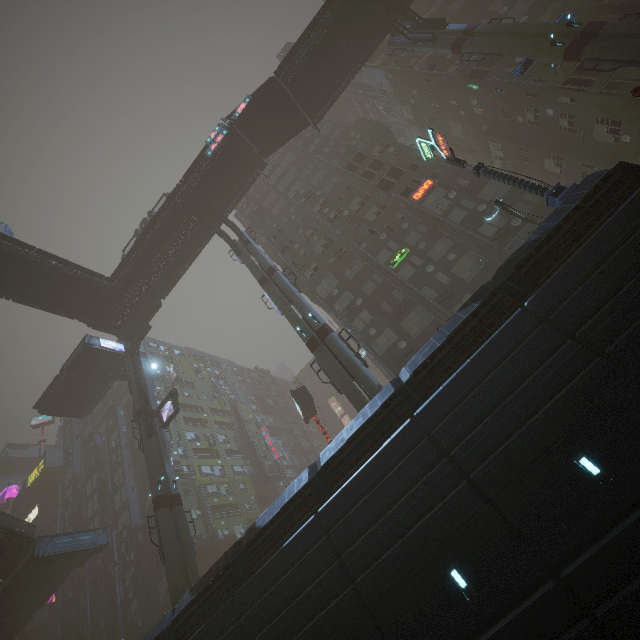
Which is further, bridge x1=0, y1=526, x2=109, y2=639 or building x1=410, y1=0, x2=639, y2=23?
bridge x1=0, y1=526, x2=109, y2=639

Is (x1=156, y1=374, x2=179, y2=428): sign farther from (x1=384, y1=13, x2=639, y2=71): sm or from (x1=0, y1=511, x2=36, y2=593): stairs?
(x1=384, y1=13, x2=639, y2=71): sm

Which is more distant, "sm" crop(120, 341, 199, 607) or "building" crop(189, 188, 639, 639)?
"sm" crop(120, 341, 199, 607)

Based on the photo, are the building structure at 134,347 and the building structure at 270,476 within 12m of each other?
no

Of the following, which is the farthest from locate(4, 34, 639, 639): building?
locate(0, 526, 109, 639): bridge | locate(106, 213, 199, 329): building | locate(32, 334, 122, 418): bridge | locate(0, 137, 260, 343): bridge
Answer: locate(106, 213, 199, 329): building

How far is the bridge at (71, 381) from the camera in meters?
35.0 m

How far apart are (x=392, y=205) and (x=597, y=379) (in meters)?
26.05

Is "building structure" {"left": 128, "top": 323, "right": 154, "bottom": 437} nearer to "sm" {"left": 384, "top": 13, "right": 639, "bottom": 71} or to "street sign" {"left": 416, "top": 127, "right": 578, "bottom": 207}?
"street sign" {"left": 416, "top": 127, "right": 578, "bottom": 207}
